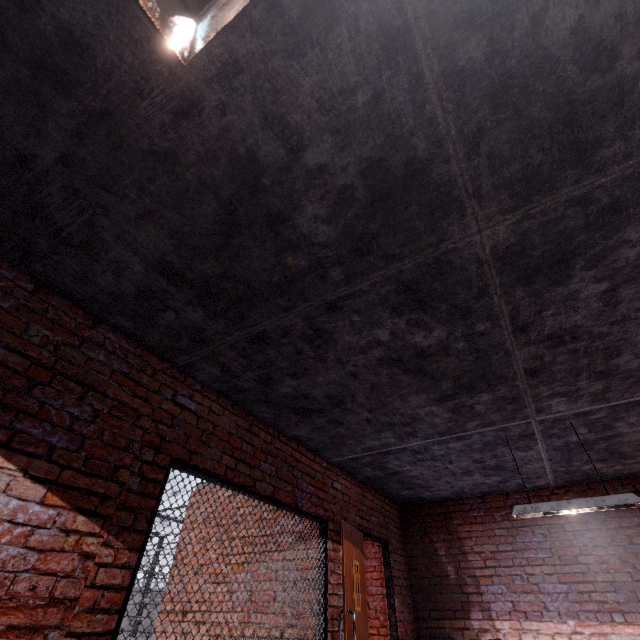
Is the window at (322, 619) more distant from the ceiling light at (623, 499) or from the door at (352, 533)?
the ceiling light at (623, 499)

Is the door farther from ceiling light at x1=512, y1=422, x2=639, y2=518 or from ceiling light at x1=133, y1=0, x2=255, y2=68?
ceiling light at x1=133, y1=0, x2=255, y2=68

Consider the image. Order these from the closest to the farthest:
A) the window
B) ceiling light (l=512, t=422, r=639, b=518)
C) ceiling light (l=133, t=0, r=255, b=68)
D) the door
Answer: ceiling light (l=133, t=0, r=255, b=68) < the window < ceiling light (l=512, t=422, r=639, b=518) < the door

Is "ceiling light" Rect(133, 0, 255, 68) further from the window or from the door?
the door

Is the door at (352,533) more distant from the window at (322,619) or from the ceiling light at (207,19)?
the ceiling light at (207,19)

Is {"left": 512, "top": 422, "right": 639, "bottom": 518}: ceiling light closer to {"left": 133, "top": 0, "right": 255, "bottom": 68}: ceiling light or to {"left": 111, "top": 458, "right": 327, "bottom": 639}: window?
{"left": 111, "top": 458, "right": 327, "bottom": 639}: window

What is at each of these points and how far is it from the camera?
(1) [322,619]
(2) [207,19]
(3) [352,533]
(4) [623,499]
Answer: (1) window, 3.8 meters
(2) ceiling light, 0.7 meters
(3) door, 4.6 meters
(4) ceiling light, 3.2 meters
